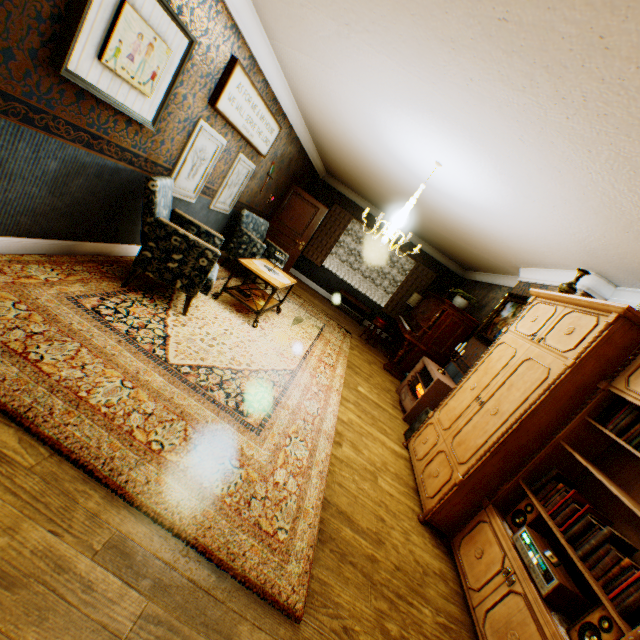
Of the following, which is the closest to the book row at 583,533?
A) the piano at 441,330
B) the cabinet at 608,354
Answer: the cabinet at 608,354

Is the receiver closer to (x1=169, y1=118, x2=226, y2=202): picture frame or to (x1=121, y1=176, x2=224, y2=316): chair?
(x1=121, y1=176, x2=224, y2=316): chair

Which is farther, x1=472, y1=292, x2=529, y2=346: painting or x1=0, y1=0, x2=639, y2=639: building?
x1=472, y1=292, x2=529, y2=346: painting

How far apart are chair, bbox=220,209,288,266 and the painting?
3.9 meters

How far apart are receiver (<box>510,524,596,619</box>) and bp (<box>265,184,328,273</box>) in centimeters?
734cm

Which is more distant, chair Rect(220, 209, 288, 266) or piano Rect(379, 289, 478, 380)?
piano Rect(379, 289, 478, 380)

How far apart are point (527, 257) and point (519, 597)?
4.5m

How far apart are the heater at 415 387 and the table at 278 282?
2.7 meters
